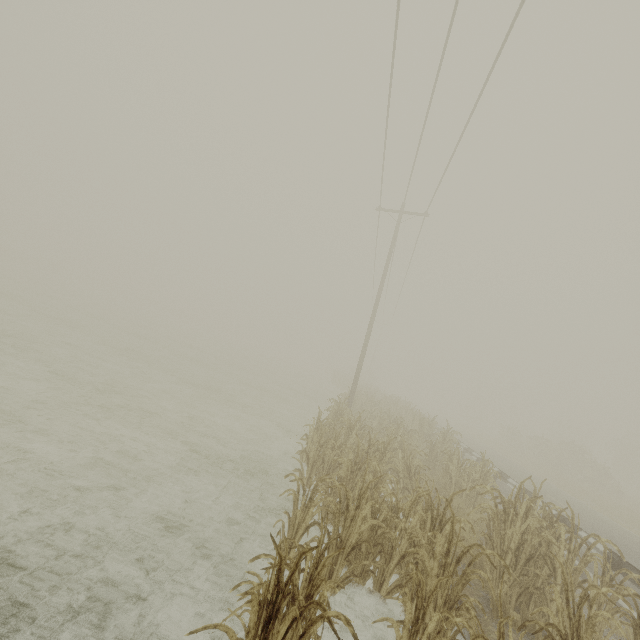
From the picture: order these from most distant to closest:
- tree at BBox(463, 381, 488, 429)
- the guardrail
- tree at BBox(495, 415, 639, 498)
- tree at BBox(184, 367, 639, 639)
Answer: tree at BBox(463, 381, 488, 429), tree at BBox(495, 415, 639, 498), the guardrail, tree at BBox(184, 367, 639, 639)

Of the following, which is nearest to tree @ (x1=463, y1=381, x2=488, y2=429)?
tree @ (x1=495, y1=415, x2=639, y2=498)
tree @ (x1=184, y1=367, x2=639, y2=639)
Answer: tree @ (x1=495, y1=415, x2=639, y2=498)

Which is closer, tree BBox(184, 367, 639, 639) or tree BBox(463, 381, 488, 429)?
Answer: tree BBox(184, 367, 639, 639)

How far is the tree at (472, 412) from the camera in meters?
57.1 m

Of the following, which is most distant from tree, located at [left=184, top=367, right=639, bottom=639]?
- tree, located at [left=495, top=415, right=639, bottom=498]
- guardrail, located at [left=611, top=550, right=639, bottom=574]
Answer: tree, located at [left=495, top=415, right=639, bottom=498]

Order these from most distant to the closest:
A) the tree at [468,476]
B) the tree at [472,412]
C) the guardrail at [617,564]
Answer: the tree at [472,412] → the guardrail at [617,564] → the tree at [468,476]

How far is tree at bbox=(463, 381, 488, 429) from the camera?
57.1m

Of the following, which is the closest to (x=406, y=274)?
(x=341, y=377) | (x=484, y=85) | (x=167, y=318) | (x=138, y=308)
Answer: (x=484, y=85)
